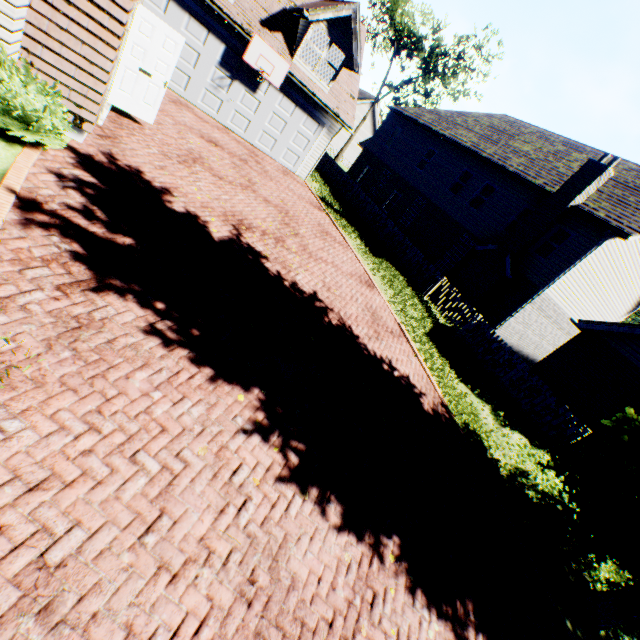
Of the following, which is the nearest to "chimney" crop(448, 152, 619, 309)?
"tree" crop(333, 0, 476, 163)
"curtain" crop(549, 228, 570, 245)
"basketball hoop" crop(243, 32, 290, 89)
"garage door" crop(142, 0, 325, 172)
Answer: "curtain" crop(549, 228, 570, 245)

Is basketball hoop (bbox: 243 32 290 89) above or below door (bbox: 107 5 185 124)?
above

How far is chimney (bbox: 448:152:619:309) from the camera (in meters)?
13.94

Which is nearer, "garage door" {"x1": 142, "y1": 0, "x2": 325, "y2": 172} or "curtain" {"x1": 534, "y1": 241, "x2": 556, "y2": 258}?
"garage door" {"x1": 142, "y1": 0, "x2": 325, "y2": 172}

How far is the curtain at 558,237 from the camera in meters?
14.9

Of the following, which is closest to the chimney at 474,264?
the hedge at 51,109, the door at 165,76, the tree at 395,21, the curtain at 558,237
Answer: the curtain at 558,237

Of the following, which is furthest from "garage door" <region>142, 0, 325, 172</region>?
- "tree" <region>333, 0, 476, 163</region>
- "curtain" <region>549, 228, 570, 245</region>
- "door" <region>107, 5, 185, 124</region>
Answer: "tree" <region>333, 0, 476, 163</region>

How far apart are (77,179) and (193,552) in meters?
6.1
